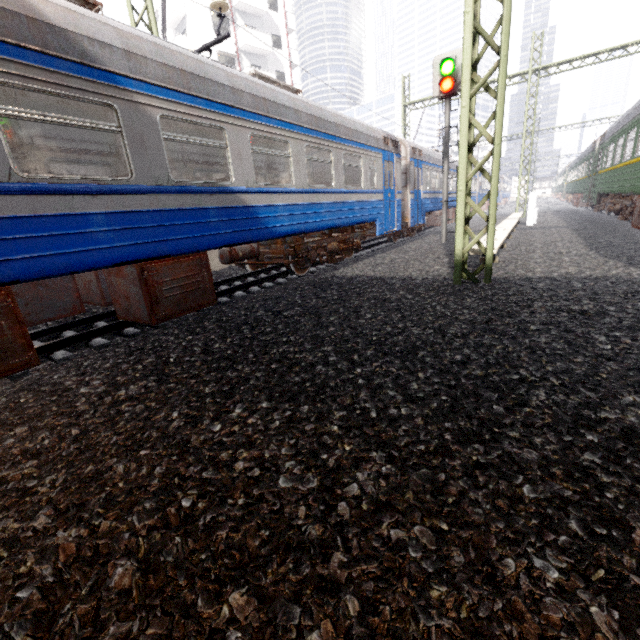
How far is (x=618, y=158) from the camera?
15.0 meters

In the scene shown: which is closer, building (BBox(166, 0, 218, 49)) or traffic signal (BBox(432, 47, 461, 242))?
traffic signal (BBox(432, 47, 461, 242))

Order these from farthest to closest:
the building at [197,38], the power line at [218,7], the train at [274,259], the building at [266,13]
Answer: the building at [266,13] → the building at [197,38] → the power line at [218,7] → the train at [274,259]

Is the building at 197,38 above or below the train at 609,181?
above

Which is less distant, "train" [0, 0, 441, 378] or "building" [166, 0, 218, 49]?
"train" [0, 0, 441, 378]

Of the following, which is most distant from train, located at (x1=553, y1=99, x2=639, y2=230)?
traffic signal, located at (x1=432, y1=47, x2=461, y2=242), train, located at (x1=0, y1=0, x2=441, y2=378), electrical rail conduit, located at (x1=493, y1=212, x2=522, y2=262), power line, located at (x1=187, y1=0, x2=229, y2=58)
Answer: train, located at (x1=0, y1=0, x2=441, y2=378)

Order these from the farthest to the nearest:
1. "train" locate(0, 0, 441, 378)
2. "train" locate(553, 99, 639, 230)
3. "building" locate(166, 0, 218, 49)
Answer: "building" locate(166, 0, 218, 49) → "train" locate(553, 99, 639, 230) → "train" locate(0, 0, 441, 378)
